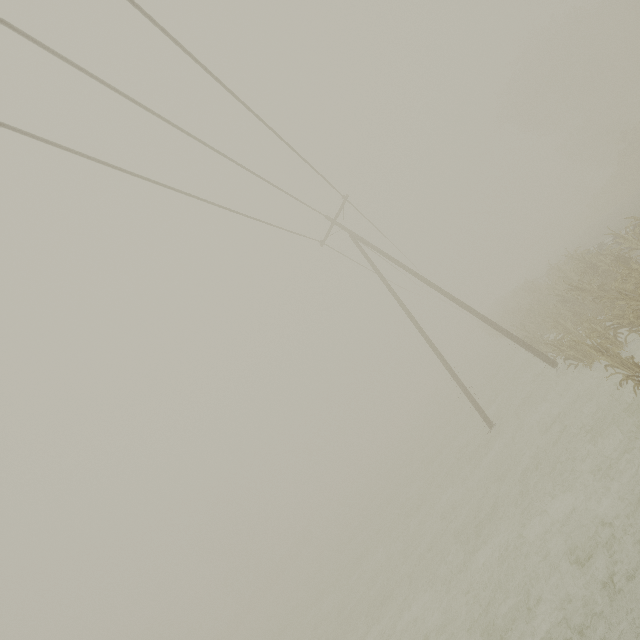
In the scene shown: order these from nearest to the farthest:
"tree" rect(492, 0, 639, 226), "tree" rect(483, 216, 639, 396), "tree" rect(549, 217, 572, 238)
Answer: "tree" rect(483, 216, 639, 396) → "tree" rect(492, 0, 639, 226) → "tree" rect(549, 217, 572, 238)

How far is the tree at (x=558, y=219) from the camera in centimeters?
5534cm

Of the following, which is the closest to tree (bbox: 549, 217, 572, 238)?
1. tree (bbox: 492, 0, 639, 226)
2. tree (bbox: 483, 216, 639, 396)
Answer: tree (bbox: 492, 0, 639, 226)

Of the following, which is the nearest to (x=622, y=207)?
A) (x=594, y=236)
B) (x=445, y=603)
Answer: (x=594, y=236)

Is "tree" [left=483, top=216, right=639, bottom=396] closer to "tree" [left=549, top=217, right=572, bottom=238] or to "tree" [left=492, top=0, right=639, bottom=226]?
"tree" [left=492, top=0, right=639, bottom=226]

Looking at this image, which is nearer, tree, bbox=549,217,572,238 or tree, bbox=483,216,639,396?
tree, bbox=483,216,639,396

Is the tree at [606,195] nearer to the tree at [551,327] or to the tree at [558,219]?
the tree at [558,219]

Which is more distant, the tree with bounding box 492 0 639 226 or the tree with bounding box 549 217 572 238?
the tree with bounding box 549 217 572 238
